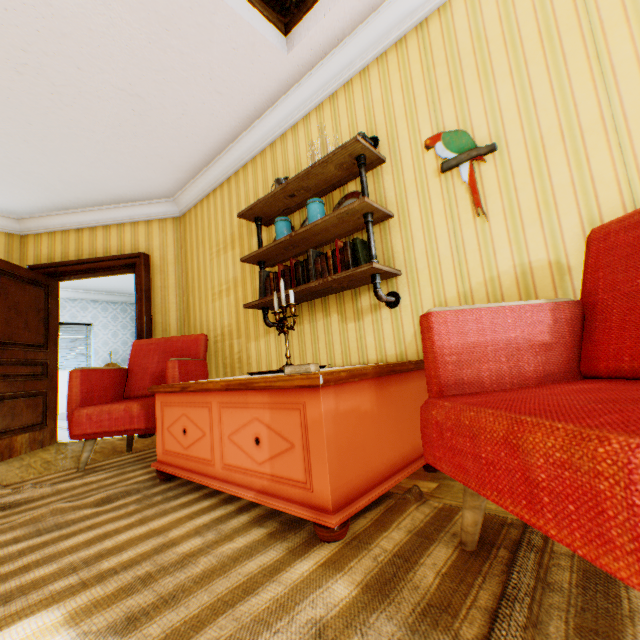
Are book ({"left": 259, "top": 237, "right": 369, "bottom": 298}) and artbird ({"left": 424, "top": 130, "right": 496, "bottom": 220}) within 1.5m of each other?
yes

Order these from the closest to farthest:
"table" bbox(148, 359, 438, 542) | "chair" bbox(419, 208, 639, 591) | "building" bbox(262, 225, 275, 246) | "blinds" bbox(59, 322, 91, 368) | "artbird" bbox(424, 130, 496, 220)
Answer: "chair" bbox(419, 208, 639, 591) < "table" bbox(148, 359, 438, 542) < "artbird" bbox(424, 130, 496, 220) < "building" bbox(262, 225, 275, 246) < "blinds" bbox(59, 322, 91, 368)

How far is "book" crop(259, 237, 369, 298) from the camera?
2.20m

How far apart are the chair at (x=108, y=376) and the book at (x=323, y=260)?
0.90m

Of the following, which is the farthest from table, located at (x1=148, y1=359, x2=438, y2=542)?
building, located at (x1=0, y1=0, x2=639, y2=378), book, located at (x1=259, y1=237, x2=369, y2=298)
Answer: book, located at (x1=259, y1=237, x2=369, y2=298)

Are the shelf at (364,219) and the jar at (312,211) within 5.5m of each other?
yes

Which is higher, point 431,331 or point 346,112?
point 346,112

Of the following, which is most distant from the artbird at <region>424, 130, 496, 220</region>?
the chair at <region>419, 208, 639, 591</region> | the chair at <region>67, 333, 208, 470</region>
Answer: the chair at <region>67, 333, 208, 470</region>
